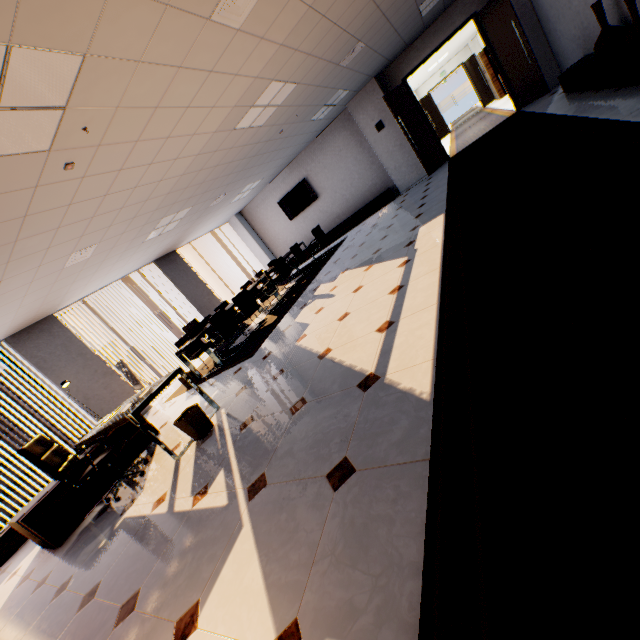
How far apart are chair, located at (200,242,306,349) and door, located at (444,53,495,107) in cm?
1598

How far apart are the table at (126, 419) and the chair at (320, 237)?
6.3m

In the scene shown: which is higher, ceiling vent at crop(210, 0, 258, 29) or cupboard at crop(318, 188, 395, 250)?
ceiling vent at crop(210, 0, 258, 29)

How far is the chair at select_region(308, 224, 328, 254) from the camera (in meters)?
9.43

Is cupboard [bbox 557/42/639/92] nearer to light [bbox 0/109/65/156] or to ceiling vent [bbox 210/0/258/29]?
ceiling vent [bbox 210/0/258/29]

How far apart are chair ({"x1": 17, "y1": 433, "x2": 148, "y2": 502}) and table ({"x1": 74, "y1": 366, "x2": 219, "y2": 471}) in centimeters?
32cm

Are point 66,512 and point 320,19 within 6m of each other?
no

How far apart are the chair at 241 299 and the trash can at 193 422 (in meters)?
3.29
